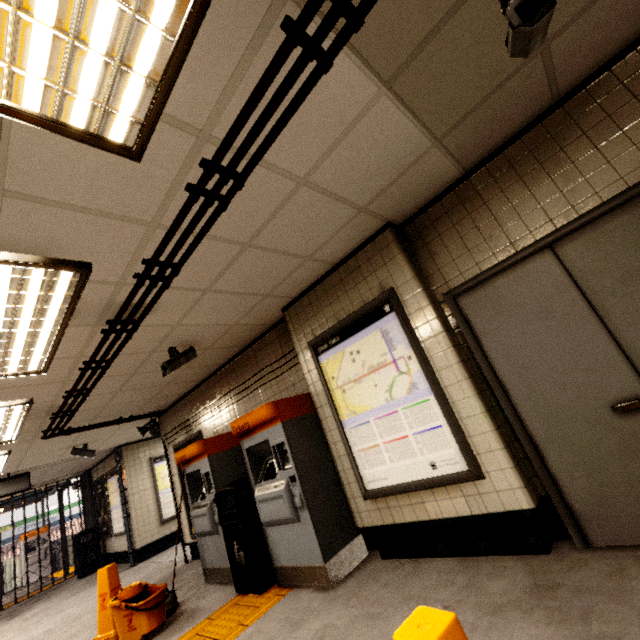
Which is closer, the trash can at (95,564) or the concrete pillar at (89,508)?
the trash can at (95,564)

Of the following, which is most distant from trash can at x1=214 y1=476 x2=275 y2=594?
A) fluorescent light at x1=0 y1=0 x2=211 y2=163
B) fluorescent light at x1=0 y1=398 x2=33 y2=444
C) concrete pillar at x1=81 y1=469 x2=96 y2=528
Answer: concrete pillar at x1=81 y1=469 x2=96 y2=528

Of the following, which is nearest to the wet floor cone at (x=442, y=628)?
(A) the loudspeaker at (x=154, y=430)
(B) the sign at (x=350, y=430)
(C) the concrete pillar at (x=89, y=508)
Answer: (B) the sign at (x=350, y=430)

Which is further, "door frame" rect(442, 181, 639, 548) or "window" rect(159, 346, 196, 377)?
"window" rect(159, 346, 196, 377)

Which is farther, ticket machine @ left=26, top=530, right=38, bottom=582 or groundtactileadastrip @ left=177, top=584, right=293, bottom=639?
ticket machine @ left=26, top=530, right=38, bottom=582

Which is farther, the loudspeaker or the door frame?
the loudspeaker

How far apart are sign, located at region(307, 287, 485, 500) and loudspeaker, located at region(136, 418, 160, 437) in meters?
5.2 m

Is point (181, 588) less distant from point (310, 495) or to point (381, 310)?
point (310, 495)
